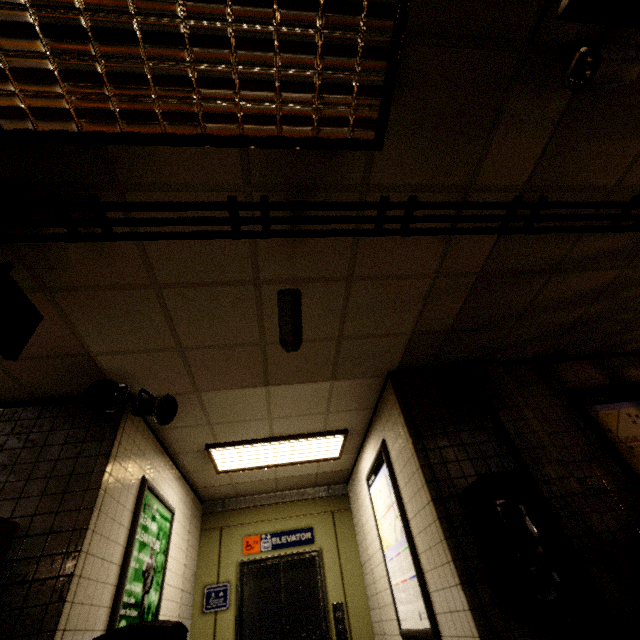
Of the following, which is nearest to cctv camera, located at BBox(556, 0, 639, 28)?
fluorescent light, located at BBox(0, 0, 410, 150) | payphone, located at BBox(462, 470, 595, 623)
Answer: fluorescent light, located at BBox(0, 0, 410, 150)

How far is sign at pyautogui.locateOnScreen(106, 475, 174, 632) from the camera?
2.9 meters

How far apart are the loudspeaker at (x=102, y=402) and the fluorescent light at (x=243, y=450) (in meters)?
1.30

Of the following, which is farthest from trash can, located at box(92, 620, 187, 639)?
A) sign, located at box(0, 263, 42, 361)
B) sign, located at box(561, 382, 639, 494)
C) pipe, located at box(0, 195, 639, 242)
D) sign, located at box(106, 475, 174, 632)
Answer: Answer: sign, located at box(561, 382, 639, 494)

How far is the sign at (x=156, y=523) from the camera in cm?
292

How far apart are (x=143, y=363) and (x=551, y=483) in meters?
3.9

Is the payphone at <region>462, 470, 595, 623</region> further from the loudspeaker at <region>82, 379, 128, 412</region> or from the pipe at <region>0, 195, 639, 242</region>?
the loudspeaker at <region>82, 379, 128, 412</region>

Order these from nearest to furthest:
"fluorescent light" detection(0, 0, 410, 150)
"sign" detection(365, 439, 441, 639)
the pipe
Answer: "fluorescent light" detection(0, 0, 410, 150)
the pipe
"sign" detection(365, 439, 441, 639)
